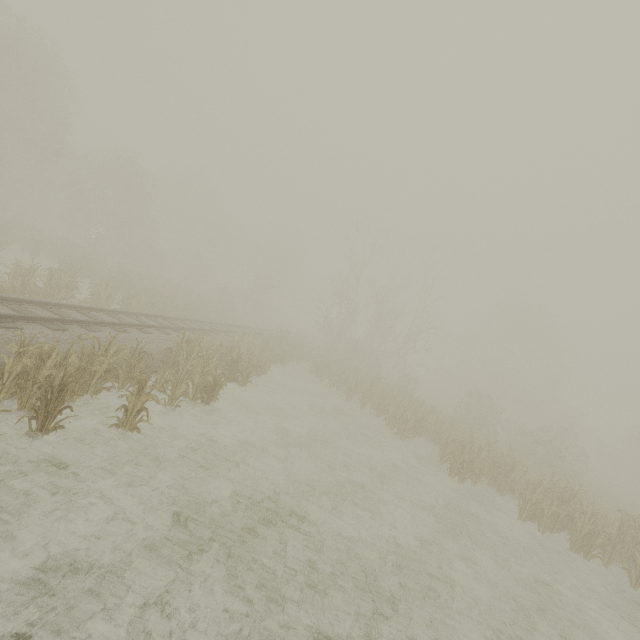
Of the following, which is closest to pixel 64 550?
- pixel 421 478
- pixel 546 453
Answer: pixel 421 478
